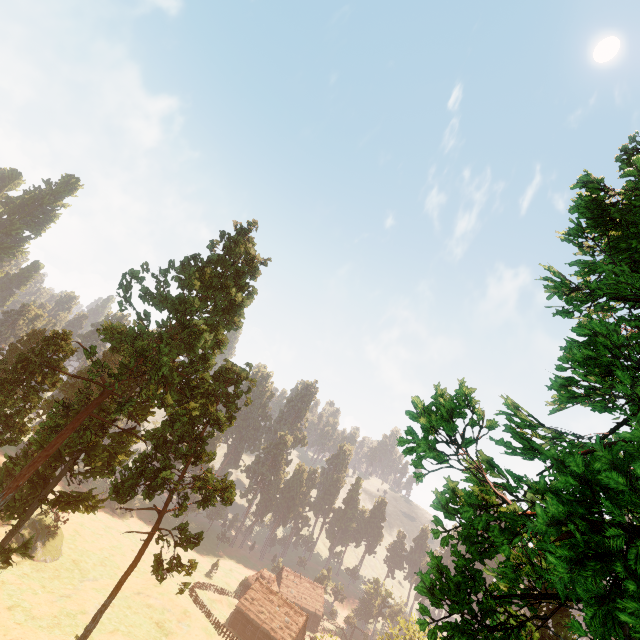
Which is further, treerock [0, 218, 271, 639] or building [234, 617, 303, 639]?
building [234, 617, 303, 639]

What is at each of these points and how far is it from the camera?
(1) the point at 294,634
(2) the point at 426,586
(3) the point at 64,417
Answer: (1) building, 58.1 meters
(2) treerock, 4.3 meters
(3) treerock, 32.4 meters

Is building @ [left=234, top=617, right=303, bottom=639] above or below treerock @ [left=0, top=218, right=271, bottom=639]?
below

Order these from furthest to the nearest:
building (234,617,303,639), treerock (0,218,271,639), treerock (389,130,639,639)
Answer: building (234,617,303,639) → treerock (0,218,271,639) → treerock (389,130,639,639)

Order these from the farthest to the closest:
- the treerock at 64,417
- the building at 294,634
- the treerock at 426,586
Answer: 1. the building at 294,634
2. the treerock at 64,417
3. the treerock at 426,586

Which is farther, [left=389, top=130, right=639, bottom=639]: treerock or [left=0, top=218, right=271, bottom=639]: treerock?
[left=0, top=218, right=271, bottom=639]: treerock

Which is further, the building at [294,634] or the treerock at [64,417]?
the building at [294,634]
